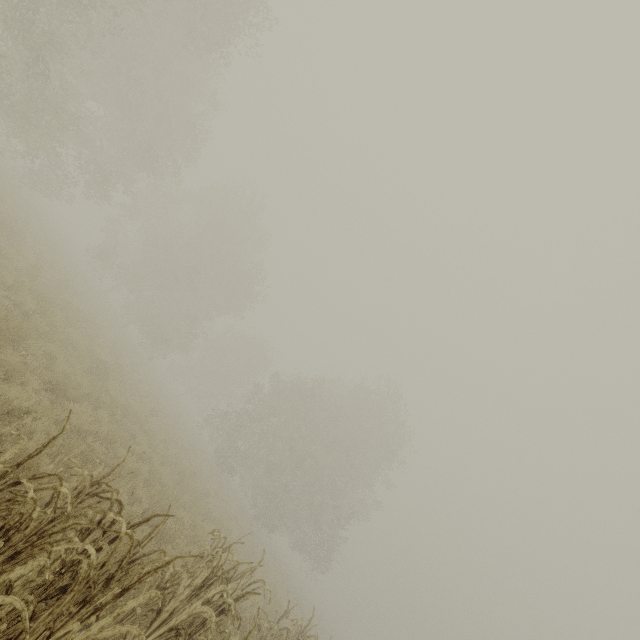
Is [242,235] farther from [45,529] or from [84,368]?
[45,529]
